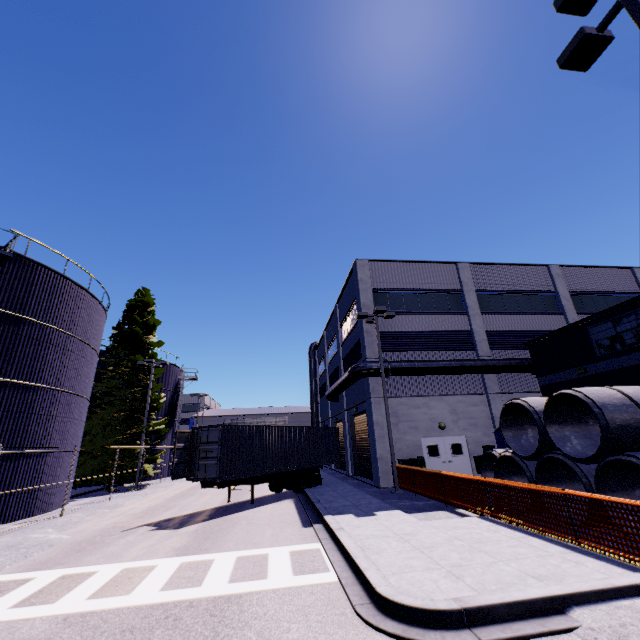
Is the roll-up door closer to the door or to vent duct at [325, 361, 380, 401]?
vent duct at [325, 361, 380, 401]

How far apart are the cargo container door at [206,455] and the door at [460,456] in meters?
11.9 m

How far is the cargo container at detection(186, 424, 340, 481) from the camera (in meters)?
14.98

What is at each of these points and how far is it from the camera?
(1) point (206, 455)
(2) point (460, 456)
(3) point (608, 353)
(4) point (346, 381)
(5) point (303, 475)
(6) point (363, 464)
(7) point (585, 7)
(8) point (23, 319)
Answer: (1) cargo container door, 14.47m
(2) door, 19.77m
(3) building, 15.12m
(4) vent duct, 21.70m
(5) semi trailer, 19.73m
(6) roll-up door, 23.45m
(7) light, 5.89m
(8) silo, 15.79m

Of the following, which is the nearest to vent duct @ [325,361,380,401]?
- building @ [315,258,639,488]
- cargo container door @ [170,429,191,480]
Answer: building @ [315,258,639,488]

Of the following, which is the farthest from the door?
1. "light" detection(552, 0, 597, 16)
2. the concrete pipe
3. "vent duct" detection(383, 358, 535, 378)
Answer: "light" detection(552, 0, 597, 16)

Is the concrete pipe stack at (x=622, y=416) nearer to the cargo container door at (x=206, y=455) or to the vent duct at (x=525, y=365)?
the cargo container door at (x=206, y=455)

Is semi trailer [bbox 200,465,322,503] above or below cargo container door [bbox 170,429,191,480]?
below
